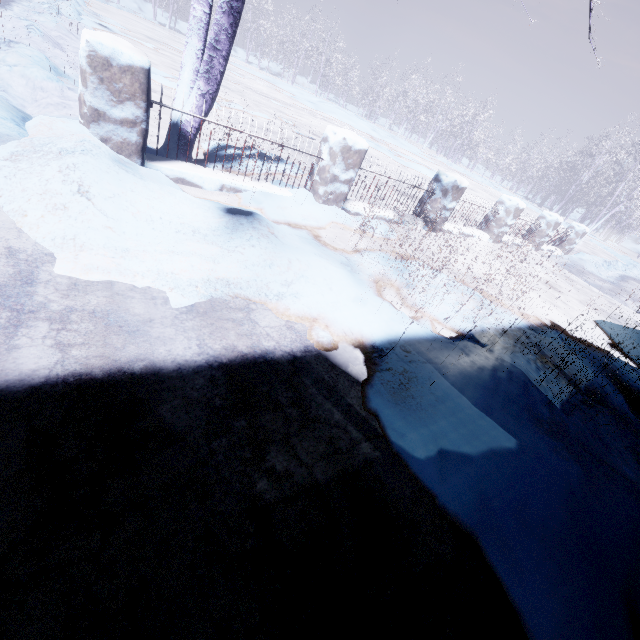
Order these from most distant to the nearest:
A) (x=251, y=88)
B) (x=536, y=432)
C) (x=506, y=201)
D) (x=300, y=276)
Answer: (x=251, y=88) → (x=506, y=201) → (x=300, y=276) → (x=536, y=432)

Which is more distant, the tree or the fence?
the tree

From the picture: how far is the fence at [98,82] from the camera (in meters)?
2.38

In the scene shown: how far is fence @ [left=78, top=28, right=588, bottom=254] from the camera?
2.38m

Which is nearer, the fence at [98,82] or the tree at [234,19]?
the fence at [98,82]
